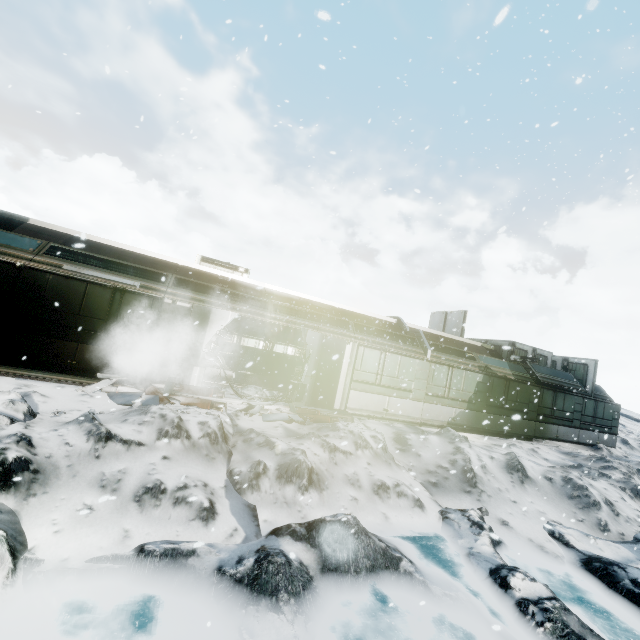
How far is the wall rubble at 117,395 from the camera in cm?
838

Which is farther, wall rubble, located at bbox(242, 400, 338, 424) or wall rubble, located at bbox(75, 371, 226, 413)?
wall rubble, located at bbox(242, 400, 338, 424)

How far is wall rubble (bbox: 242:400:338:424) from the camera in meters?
9.5

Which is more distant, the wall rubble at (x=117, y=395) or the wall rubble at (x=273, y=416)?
the wall rubble at (x=273, y=416)

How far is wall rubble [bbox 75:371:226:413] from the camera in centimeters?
838cm

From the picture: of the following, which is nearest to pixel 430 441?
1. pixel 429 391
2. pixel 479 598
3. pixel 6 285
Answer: pixel 429 391
